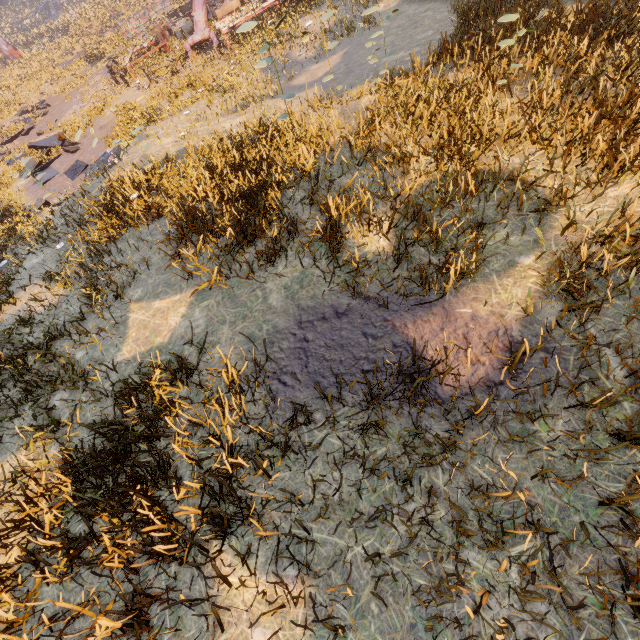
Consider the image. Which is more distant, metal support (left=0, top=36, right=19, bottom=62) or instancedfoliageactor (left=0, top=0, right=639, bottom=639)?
metal support (left=0, top=36, right=19, bottom=62)

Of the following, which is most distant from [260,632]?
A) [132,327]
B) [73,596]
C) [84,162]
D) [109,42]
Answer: → [109,42]

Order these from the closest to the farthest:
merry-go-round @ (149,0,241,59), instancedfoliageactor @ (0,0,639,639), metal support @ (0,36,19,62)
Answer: instancedfoliageactor @ (0,0,639,639) → merry-go-round @ (149,0,241,59) → metal support @ (0,36,19,62)

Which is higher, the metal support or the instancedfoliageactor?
the metal support

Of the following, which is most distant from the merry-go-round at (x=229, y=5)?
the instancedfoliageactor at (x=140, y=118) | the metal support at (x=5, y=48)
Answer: the metal support at (x=5, y=48)

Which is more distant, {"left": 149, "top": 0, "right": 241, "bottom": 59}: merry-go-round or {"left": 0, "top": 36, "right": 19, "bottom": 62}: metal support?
{"left": 0, "top": 36, "right": 19, "bottom": 62}: metal support

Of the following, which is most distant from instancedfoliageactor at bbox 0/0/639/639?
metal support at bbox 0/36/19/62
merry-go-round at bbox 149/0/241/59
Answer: metal support at bbox 0/36/19/62

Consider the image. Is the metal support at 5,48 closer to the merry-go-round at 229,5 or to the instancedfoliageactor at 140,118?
the merry-go-round at 229,5
